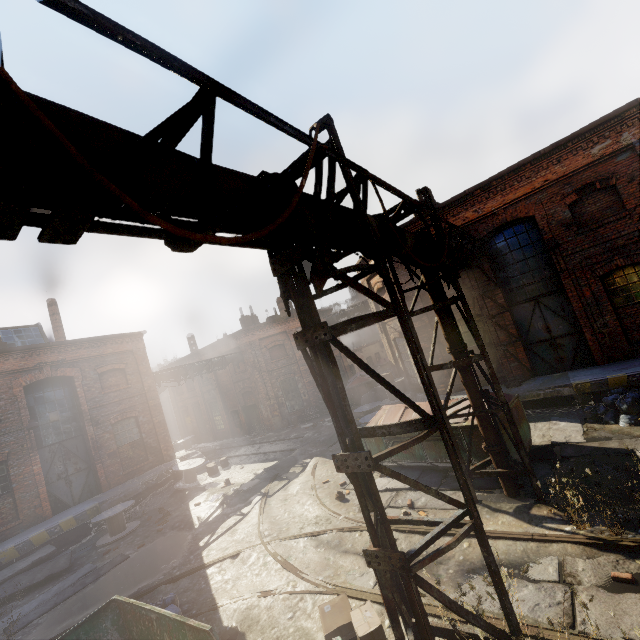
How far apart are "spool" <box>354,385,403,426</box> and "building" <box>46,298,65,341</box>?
16.8 meters

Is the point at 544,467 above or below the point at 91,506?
below

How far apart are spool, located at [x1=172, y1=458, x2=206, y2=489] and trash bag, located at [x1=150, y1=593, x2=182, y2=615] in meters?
9.2 m

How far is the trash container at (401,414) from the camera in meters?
10.2 m

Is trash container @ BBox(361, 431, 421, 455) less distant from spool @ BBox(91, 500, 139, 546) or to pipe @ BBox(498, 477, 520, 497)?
pipe @ BBox(498, 477, 520, 497)

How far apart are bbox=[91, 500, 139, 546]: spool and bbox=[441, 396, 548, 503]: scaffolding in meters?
13.0 m

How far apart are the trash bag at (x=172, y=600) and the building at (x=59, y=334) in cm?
1613

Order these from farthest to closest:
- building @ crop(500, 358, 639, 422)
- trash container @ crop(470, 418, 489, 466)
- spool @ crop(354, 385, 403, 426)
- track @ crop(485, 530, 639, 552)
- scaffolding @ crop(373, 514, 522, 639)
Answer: spool @ crop(354, 385, 403, 426)
building @ crop(500, 358, 639, 422)
trash container @ crop(470, 418, 489, 466)
track @ crop(485, 530, 639, 552)
scaffolding @ crop(373, 514, 522, 639)
